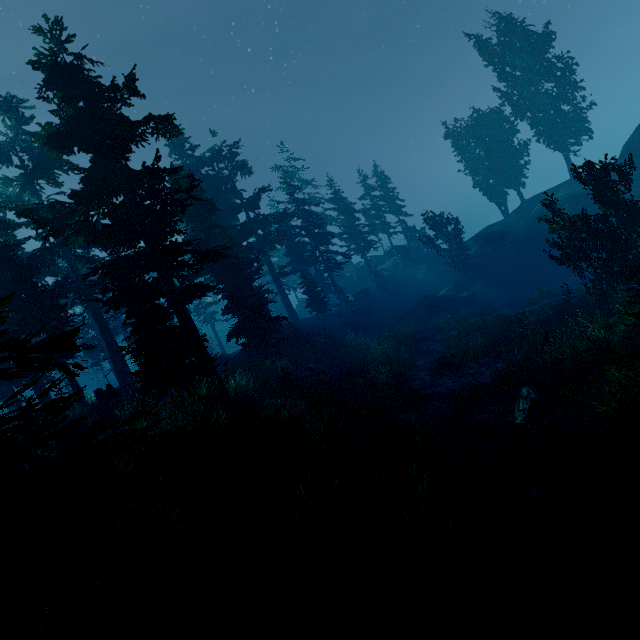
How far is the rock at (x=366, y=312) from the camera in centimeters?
4194cm

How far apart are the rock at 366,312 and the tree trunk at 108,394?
28.05m

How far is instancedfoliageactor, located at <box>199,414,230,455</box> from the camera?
8.9m

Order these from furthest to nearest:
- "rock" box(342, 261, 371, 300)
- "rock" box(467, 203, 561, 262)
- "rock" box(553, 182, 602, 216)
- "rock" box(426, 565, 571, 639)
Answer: "rock" box(342, 261, 371, 300)
"rock" box(467, 203, 561, 262)
"rock" box(553, 182, 602, 216)
"rock" box(426, 565, 571, 639)

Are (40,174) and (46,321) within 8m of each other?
no

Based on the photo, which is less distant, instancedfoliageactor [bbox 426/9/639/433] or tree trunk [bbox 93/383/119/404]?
instancedfoliageactor [bbox 426/9/639/433]

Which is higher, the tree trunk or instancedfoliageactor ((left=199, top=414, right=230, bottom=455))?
the tree trunk

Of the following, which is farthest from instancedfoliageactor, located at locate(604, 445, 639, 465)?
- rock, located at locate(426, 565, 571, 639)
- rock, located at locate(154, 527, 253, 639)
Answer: rock, located at locate(426, 565, 571, 639)
